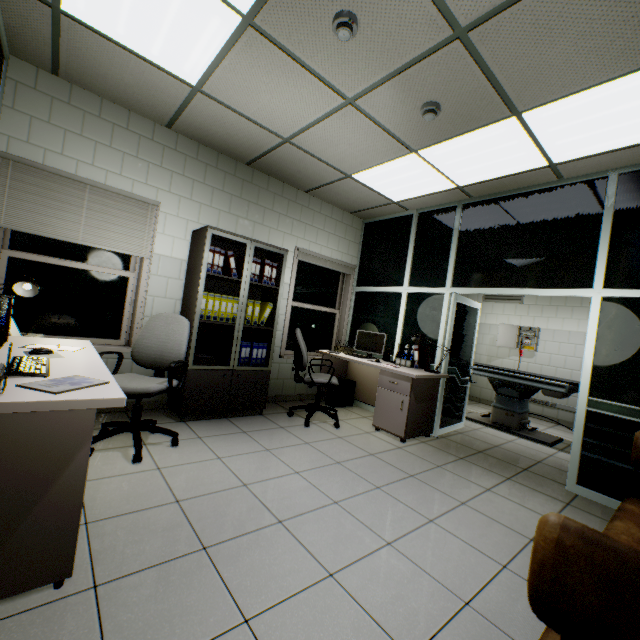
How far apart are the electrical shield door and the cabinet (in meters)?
5.24

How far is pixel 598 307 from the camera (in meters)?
3.21

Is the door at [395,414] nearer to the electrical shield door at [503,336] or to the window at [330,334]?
the window at [330,334]

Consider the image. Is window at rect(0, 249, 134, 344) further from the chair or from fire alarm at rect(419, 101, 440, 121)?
fire alarm at rect(419, 101, 440, 121)

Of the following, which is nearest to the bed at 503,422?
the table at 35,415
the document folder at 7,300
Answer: the table at 35,415

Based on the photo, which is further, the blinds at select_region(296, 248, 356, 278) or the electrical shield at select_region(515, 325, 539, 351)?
the electrical shield at select_region(515, 325, 539, 351)

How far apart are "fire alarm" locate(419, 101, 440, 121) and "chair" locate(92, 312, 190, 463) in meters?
3.1

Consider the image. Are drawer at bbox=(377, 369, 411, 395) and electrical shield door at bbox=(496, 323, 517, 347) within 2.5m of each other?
no
